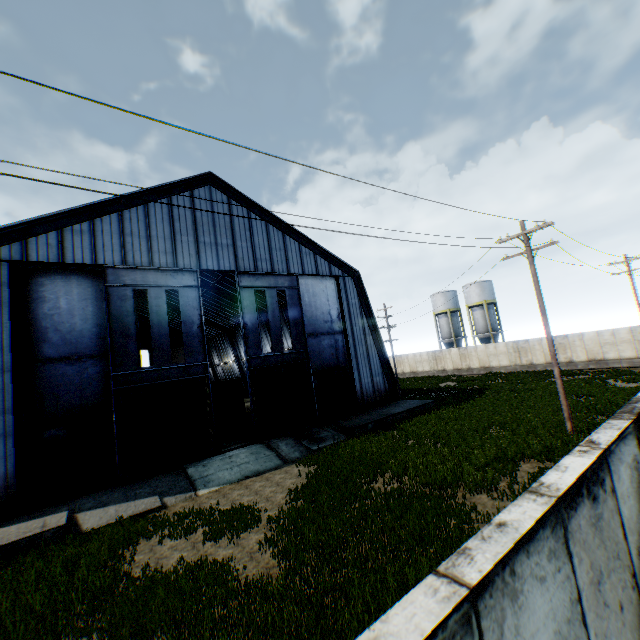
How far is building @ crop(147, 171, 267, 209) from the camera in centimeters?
1892cm

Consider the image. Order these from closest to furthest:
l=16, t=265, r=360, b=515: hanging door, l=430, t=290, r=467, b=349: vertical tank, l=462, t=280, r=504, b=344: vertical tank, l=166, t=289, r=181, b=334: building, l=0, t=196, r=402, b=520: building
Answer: l=0, t=196, r=402, b=520: building, l=16, t=265, r=360, b=515: hanging door, l=166, t=289, r=181, b=334: building, l=462, t=280, r=504, b=344: vertical tank, l=430, t=290, r=467, b=349: vertical tank

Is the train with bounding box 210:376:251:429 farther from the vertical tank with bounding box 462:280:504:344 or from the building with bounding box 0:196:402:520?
the vertical tank with bounding box 462:280:504:344

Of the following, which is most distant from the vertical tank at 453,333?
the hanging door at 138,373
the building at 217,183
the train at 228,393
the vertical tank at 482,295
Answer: the hanging door at 138,373

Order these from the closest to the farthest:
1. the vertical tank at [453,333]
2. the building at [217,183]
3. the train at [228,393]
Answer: the building at [217,183] → the train at [228,393] → the vertical tank at [453,333]

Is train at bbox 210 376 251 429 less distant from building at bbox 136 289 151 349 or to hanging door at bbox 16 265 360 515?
building at bbox 136 289 151 349

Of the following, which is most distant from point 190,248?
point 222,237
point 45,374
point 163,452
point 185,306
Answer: point 163,452

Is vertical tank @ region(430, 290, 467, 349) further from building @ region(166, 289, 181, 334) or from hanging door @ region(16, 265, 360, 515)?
hanging door @ region(16, 265, 360, 515)
